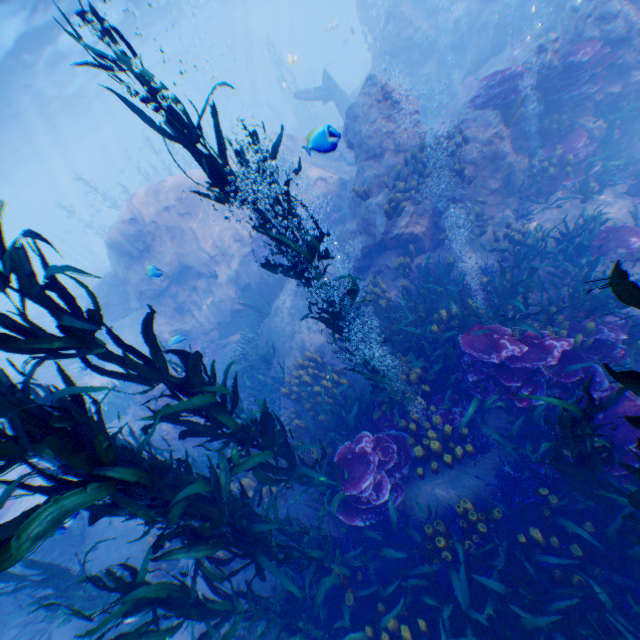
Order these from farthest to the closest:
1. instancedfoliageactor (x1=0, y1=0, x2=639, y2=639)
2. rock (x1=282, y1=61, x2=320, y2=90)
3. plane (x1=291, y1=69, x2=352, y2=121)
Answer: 1. rock (x1=282, y1=61, x2=320, y2=90)
2. plane (x1=291, y1=69, x2=352, y2=121)
3. instancedfoliageactor (x1=0, y1=0, x2=639, y2=639)

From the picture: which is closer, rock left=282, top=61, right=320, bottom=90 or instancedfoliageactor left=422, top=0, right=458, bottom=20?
instancedfoliageactor left=422, top=0, right=458, bottom=20

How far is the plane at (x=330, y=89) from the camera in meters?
18.8

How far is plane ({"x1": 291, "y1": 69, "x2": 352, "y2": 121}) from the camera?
18.8 meters

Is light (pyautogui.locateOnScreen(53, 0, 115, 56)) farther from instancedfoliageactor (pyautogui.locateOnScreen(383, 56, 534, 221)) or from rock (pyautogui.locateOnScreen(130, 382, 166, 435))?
instancedfoliageactor (pyautogui.locateOnScreen(383, 56, 534, 221))

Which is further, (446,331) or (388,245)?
(388,245)

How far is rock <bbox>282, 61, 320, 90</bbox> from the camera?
43.9m

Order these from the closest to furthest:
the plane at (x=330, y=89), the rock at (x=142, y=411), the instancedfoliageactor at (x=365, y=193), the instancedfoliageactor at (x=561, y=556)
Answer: the instancedfoliageactor at (x=561, y=556), the instancedfoliageactor at (x=365, y=193), the rock at (x=142, y=411), the plane at (x=330, y=89)
